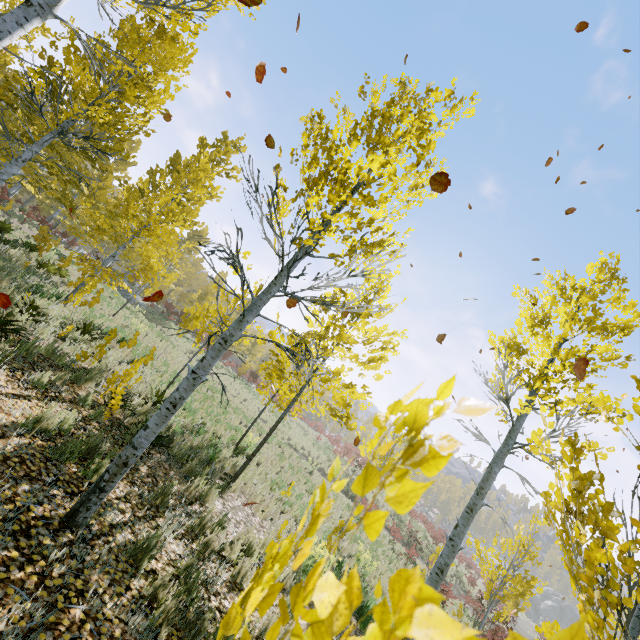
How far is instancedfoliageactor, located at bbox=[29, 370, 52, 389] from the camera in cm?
491

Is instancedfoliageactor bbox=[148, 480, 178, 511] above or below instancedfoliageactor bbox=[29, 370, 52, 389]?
below

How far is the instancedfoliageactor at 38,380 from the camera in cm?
491

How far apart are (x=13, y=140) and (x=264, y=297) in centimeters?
2046cm

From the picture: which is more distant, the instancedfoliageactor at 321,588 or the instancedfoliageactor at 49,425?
the instancedfoliageactor at 49,425

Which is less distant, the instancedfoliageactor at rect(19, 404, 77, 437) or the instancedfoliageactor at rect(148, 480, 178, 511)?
the instancedfoliageactor at rect(19, 404, 77, 437)
